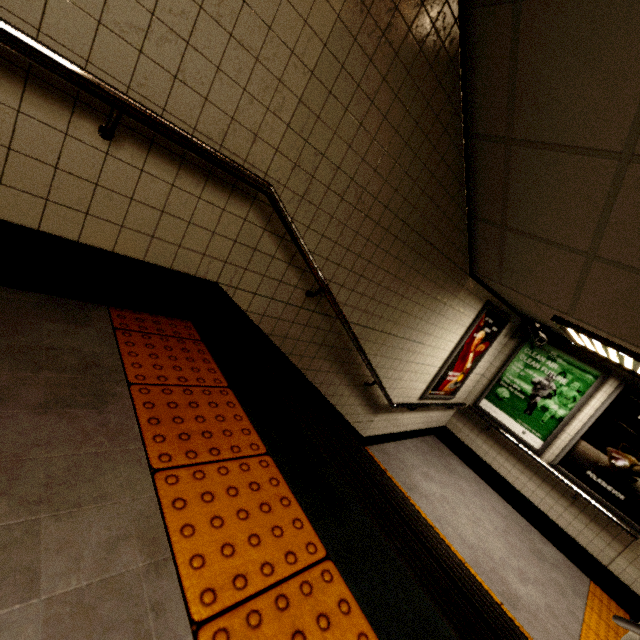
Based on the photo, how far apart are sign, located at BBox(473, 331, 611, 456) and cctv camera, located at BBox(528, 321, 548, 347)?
0.2 meters

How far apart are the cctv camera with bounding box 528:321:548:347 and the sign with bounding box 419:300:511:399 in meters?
0.4

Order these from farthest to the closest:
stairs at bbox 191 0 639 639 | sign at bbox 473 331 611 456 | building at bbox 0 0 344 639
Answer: sign at bbox 473 331 611 456 < stairs at bbox 191 0 639 639 < building at bbox 0 0 344 639

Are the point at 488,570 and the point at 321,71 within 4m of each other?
no

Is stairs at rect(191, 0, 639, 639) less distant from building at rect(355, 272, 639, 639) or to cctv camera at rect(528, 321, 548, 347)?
building at rect(355, 272, 639, 639)

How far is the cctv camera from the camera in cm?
533

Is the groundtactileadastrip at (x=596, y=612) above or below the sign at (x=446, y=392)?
below

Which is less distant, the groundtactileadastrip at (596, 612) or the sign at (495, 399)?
the groundtactileadastrip at (596, 612)
